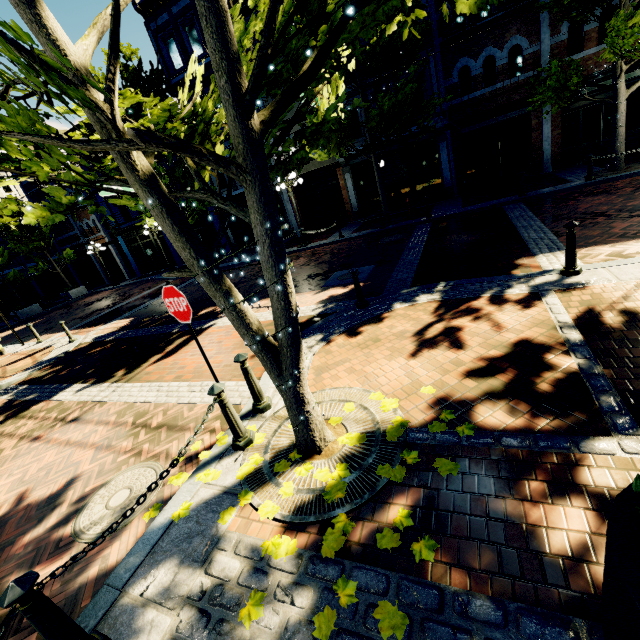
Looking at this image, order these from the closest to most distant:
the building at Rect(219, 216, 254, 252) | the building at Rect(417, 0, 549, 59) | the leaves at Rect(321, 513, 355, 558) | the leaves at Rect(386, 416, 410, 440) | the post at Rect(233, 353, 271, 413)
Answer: the leaves at Rect(321, 513, 355, 558), the leaves at Rect(386, 416, 410, 440), the post at Rect(233, 353, 271, 413), the building at Rect(417, 0, 549, 59), the building at Rect(219, 216, 254, 252)

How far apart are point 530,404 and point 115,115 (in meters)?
4.25

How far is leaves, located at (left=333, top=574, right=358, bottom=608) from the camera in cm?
212

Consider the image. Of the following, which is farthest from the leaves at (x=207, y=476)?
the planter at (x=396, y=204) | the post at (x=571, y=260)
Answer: Answer: the planter at (x=396, y=204)

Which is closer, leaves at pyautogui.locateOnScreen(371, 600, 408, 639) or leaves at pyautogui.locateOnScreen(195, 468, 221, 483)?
leaves at pyautogui.locateOnScreen(371, 600, 408, 639)

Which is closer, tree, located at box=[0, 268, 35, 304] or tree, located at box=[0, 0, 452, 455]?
tree, located at box=[0, 0, 452, 455]

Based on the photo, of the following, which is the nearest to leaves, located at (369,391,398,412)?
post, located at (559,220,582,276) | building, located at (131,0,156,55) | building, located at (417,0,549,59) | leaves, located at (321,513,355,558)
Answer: leaves, located at (321,513,355,558)

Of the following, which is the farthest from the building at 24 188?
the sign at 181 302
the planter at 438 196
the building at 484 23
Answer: the sign at 181 302
